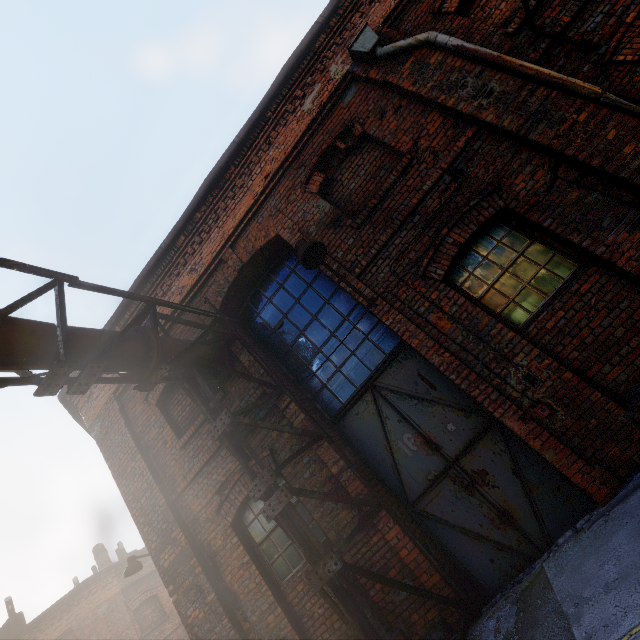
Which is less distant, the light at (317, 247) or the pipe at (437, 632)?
the pipe at (437, 632)

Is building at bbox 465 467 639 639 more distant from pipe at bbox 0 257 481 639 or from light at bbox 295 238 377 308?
light at bbox 295 238 377 308

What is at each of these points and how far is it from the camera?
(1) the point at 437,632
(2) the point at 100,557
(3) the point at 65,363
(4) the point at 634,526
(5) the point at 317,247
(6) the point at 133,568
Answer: (1) pipe, 3.77m
(2) building, 17.55m
(3) pipe, 3.22m
(4) building, 2.78m
(5) light, 4.56m
(6) light, 7.86m

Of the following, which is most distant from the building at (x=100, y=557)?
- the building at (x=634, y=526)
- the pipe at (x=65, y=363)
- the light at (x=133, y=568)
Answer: the pipe at (x=65, y=363)

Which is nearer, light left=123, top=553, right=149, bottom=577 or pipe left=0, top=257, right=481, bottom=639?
pipe left=0, top=257, right=481, bottom=639

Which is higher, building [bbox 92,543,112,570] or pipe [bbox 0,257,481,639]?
building [bbox 92,543,112,570]

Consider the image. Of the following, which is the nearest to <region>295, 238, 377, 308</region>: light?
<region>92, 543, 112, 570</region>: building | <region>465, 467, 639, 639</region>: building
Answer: <region>465, 467, 639, 639</region>: building

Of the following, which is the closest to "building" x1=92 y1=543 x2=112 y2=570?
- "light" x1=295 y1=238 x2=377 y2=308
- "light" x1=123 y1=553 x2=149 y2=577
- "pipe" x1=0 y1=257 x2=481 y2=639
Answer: "light" x1=123 y1=553 x2=149 y2=577
